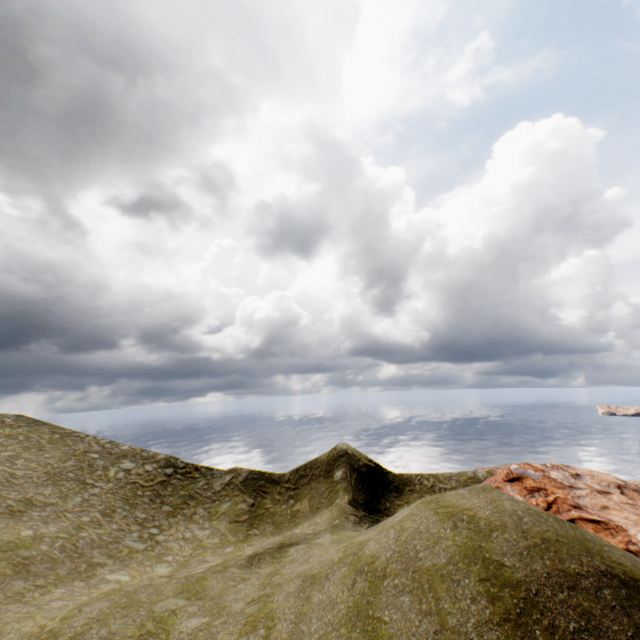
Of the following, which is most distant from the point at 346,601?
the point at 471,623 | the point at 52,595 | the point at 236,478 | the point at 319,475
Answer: the point at 236,478
